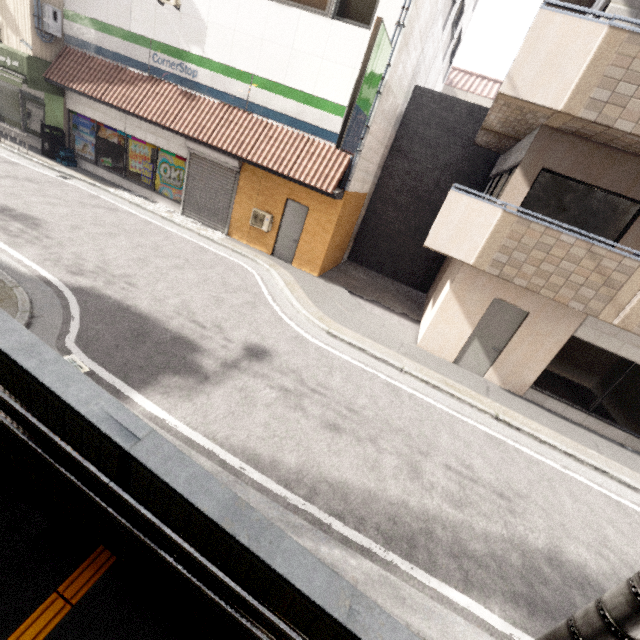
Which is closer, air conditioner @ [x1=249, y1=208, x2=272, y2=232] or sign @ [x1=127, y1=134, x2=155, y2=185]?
air conditioner @ [x1=249, y1=208, x2=272, y2=232]

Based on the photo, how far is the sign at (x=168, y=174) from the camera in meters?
11.9 m

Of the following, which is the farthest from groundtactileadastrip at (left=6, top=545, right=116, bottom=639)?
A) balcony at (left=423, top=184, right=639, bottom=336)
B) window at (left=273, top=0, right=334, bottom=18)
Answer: window at (left=273, top=0, right=334, bottom=18)

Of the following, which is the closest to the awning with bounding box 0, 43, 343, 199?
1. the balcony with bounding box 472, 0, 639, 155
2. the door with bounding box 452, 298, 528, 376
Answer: the balcony with bounding box 472, 0, 639, 155

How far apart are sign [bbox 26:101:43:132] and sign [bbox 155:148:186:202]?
5.8 meters

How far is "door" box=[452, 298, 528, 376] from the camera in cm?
802

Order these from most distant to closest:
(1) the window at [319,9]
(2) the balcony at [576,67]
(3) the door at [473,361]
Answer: (1) the window at [319,9], (3) the door at [473,361], (2) the balcony at [576,67]

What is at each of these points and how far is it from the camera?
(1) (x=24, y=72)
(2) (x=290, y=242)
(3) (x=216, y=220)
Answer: (1) awning, 11.2 meters
(2) door, 11.4 meters
(3) rolling shutter, 12.0 meters
